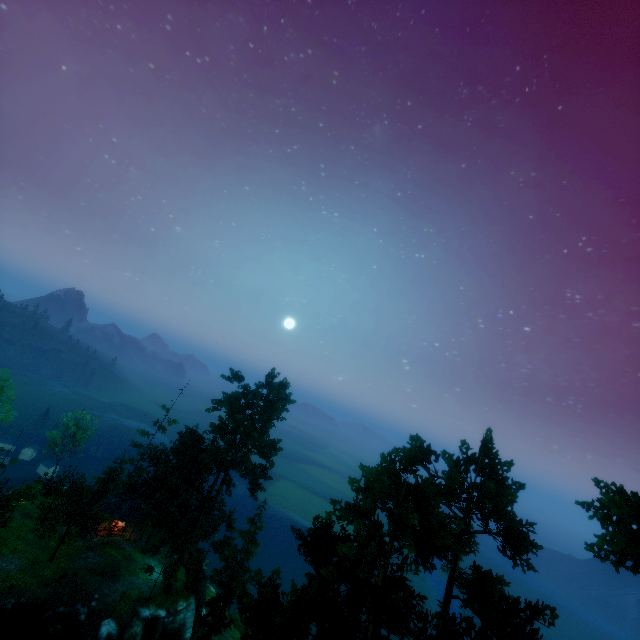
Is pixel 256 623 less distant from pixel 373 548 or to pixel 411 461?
pixel 373 548

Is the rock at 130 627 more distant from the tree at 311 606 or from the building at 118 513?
the building at 118 513

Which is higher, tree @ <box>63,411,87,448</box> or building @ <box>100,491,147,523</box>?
tree @ <box>63,411,87,448</box>

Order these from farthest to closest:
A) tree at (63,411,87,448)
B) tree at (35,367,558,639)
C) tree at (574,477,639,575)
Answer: tree at (63,411,87,448)
tree at (574,477,639,575)
tree at (35,367,558,639)

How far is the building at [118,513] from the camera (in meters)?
38.94

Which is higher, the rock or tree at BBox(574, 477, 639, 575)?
tree at BBox(574, 477, 639, 575)

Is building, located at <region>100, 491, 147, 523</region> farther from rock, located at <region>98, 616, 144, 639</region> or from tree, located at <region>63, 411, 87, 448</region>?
rock, located at <region>98, 616, 144, 639</region>
